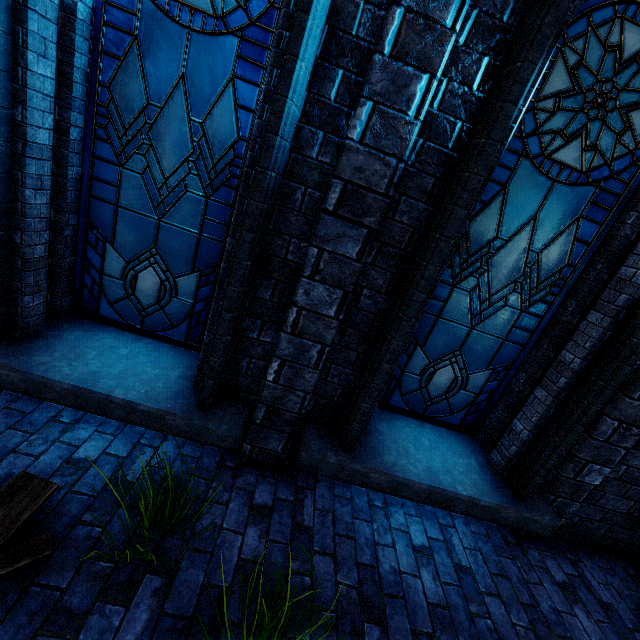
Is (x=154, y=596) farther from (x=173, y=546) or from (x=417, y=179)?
(x=417, y=179)

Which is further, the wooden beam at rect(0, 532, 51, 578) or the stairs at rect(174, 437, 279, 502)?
the stairs at rect(174, 437, 279, 502)

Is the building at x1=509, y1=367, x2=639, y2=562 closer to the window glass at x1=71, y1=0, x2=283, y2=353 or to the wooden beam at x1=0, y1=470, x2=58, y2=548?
the window glass at x1=71, y1=0, x2=283, y2=353

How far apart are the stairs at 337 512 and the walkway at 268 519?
0.0m

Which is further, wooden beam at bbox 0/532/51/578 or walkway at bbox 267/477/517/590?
walkway at bbox 267/477/517/590

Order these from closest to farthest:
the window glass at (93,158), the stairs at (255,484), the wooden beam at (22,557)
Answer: the wooden beam at (22,557), the window glass at (93,158), the stairs at (255,484)

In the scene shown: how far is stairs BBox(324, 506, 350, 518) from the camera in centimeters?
290cm
